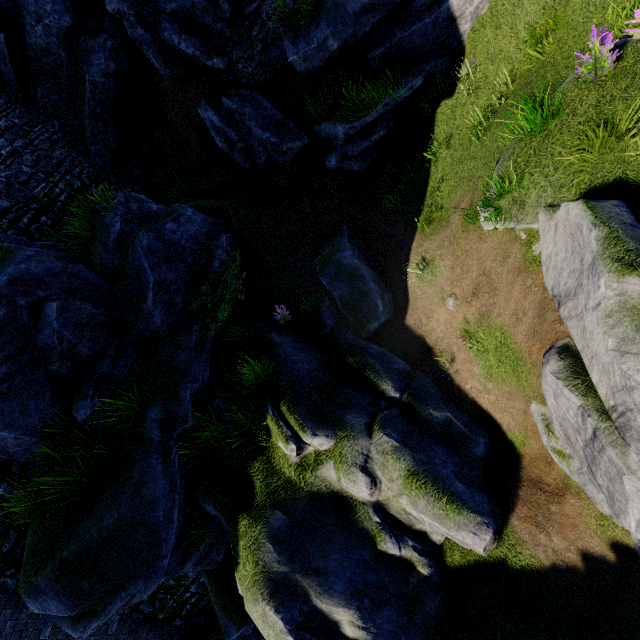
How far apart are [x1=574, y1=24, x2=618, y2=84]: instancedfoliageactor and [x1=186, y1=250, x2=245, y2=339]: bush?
7.1m

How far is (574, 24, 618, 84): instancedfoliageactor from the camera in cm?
431

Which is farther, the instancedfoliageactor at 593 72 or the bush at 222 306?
the bush at 222 306

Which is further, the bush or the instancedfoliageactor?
the bush

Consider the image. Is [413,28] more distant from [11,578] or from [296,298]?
[11,578]

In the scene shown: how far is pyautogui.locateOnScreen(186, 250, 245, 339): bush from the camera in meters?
7.8

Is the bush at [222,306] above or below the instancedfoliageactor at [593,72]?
above

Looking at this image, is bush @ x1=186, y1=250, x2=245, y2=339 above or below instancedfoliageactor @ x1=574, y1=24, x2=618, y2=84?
above
